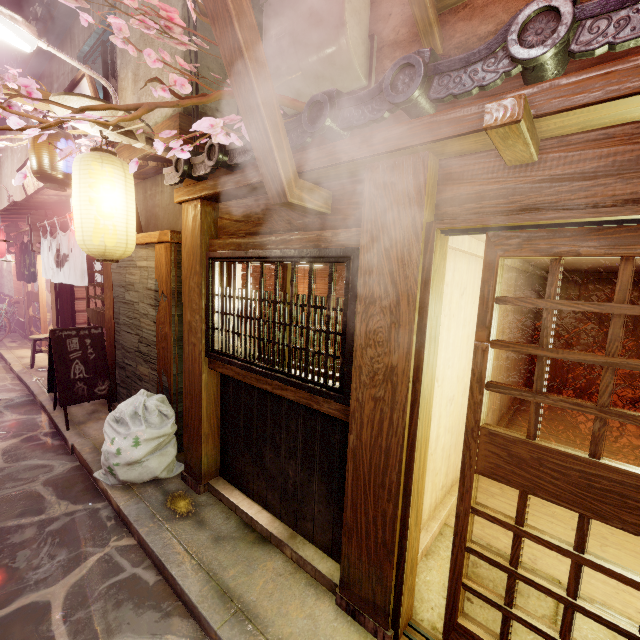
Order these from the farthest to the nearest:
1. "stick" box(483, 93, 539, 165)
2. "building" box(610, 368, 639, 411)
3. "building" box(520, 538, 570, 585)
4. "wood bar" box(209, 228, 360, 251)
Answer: "building" box(610, 368, 639, 411) < "building" box(520, 538, 570, 585) < "wood bar" box(209, 228, 360, 251) < "stick" box(483, 93, 539, 165)

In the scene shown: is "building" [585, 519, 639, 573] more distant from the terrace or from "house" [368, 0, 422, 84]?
the terrace

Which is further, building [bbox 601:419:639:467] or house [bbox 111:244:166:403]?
building [bbox 601:419:639:467]

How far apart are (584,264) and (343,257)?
9.7 meters

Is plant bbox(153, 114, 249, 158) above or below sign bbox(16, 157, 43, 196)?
below

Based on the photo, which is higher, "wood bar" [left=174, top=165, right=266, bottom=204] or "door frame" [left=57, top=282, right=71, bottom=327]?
"wood bar" [left=174, top=165, right=266, bottom=204]

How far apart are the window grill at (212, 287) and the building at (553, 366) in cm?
1422

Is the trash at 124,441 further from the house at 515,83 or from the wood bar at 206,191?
the house at 515,83
